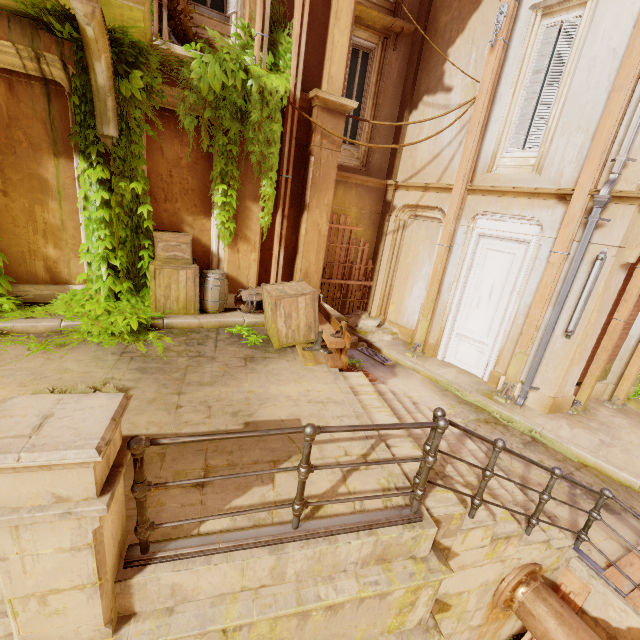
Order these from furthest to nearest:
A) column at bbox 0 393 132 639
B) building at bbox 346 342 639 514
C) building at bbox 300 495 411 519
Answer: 1. building at bbox 346 342 639 514
2. building at bbox 300 495 411 519
3. column at bbox 0 393 132 639

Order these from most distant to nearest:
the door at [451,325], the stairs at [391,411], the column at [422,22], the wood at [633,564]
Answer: the column at [422,22], the door at [451,325], the stairs at [391,411], the wood at [633,564]

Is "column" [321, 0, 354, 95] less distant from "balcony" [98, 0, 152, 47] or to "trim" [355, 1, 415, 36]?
"trim" [355, 1, 415, 36]

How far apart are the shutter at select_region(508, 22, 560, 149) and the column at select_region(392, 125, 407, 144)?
2.8 meters

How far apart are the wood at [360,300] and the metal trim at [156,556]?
7.3 meters

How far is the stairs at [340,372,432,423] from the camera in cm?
438

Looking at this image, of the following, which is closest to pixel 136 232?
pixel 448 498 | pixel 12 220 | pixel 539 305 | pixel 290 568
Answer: pixel 12 220

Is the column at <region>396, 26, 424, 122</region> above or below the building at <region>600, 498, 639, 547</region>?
above
